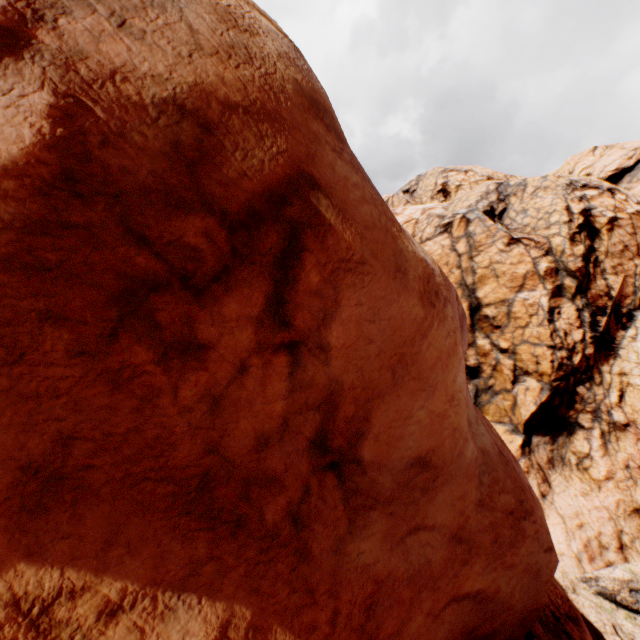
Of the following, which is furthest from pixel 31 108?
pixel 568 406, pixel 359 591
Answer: pixel 568 406
